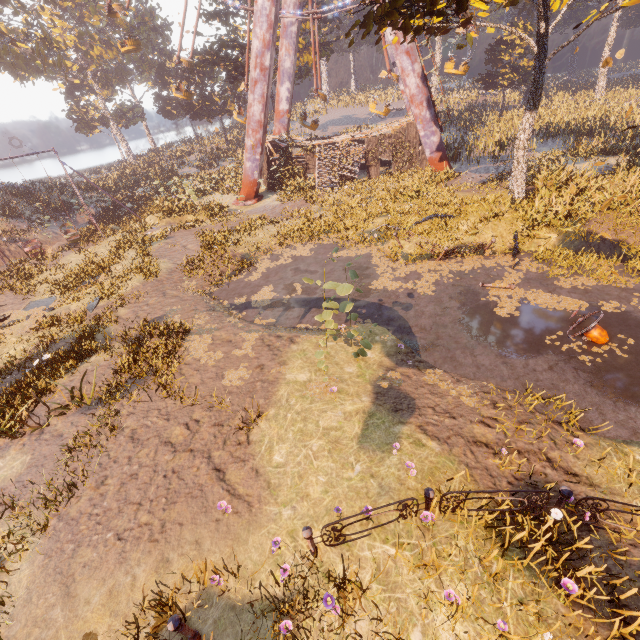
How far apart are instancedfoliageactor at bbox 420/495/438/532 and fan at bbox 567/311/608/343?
6.9m

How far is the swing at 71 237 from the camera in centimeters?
2388cm

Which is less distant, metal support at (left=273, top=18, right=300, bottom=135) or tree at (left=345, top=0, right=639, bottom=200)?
tree at (left=345, top=0, right=639, bottom=200)

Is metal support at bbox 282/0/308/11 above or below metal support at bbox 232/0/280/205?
above

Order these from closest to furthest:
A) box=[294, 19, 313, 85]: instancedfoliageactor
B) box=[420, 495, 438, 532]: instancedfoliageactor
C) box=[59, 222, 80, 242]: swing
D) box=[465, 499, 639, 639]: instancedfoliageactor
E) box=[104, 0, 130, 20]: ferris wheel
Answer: box=[465, 499, 639, 639]: instancedfoliageactor, box=[420, 495, 438, 532]: instancedfoliageactor, box=[104, 0, 130, 20]: ferris wheel, box=[59, 222, 80, 242]: swing, box=[294, 19, 313, 85]: instancedfoliageactor

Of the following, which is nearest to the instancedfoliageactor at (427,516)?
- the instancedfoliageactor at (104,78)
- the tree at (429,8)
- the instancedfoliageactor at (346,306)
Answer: the instancedfoliageactor at (346,306)

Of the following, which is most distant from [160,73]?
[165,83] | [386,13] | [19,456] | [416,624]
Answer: [416,624]

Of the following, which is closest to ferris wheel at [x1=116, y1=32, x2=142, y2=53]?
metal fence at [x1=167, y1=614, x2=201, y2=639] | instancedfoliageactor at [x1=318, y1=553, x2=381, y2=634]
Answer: instancedfoliageactor at [x1=318, y1=553, x2=381, y2=634]
